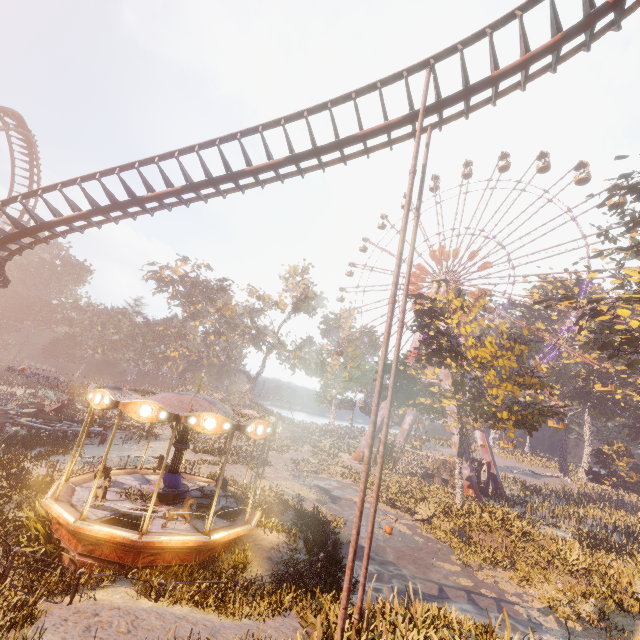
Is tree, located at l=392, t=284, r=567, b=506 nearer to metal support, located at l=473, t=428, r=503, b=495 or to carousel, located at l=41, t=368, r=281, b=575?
metal support, located at l=473, t=428, r=503, b=495

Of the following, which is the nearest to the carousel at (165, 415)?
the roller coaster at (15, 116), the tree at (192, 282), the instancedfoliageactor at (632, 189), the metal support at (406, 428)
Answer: the instancedfoliageactor at (632, 189)

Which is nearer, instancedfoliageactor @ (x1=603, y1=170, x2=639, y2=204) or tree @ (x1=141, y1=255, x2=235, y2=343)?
instancedfoliageactor @ (x1=603, y1=170, x2=639, y2=204)

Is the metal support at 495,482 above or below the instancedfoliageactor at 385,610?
above

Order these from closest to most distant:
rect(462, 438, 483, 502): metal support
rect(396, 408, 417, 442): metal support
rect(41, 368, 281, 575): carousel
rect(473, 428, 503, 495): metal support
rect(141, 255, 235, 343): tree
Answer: rect(41, 368, 281, 575): carousel < rect(462, 438, 483, 502): metal support < rect(473, 428, 503, 495): metal support < rect(396, 408, 417, 442): metal support < rect(141, 255, 235, 343): tree

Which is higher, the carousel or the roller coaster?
the roller coaster

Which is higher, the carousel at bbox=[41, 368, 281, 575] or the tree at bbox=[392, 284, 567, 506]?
the tree at bbox=[392, 284, 567, 506]

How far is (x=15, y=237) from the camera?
14.09m
